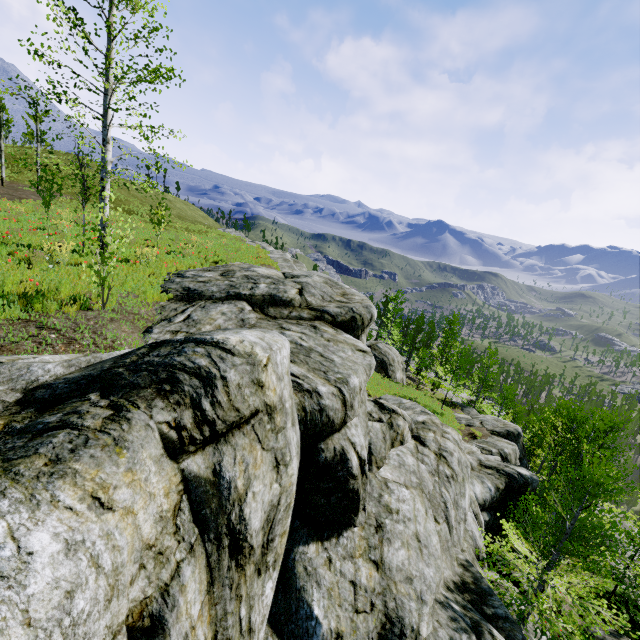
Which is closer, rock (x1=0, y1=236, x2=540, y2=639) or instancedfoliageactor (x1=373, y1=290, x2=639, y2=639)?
rock (x1=0, y1=236, x2=540, y2=639)

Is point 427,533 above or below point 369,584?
below

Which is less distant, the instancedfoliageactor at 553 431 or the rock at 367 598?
the rock at 367 598
